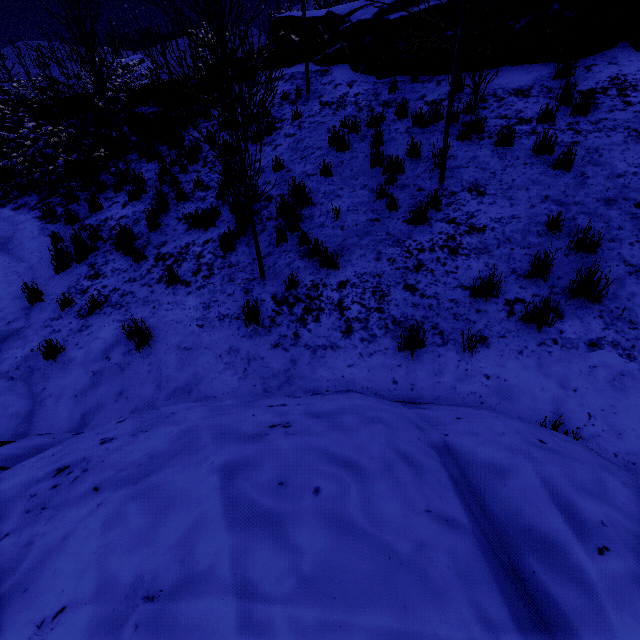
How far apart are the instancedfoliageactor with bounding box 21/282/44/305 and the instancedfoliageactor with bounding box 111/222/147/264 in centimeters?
155cm

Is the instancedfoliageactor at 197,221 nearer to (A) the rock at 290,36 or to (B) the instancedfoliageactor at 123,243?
(B) the instancedfoliageactor at 123,243

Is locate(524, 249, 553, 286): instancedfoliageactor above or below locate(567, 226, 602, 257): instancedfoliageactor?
below

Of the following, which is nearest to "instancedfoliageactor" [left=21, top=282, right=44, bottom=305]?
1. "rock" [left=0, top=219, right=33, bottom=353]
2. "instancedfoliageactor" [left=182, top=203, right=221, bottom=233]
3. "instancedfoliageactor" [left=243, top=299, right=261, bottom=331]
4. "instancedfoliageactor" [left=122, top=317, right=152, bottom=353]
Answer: "rock" [left=0, top=219, right=33, bottom=353]

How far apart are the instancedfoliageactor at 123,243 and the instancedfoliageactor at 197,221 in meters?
1.3

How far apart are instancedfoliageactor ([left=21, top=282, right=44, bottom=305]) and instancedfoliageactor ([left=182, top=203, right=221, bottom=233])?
3.07m

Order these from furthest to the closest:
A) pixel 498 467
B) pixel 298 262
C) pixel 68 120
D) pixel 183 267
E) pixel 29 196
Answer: pixel 68 120
pixel 29 196
pixel 183 267
pixel 298 262
pixel 498 467

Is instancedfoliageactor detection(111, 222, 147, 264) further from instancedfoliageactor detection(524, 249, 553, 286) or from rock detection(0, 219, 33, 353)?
instancedfoliageactor detection(524, 249, 553, 286)
